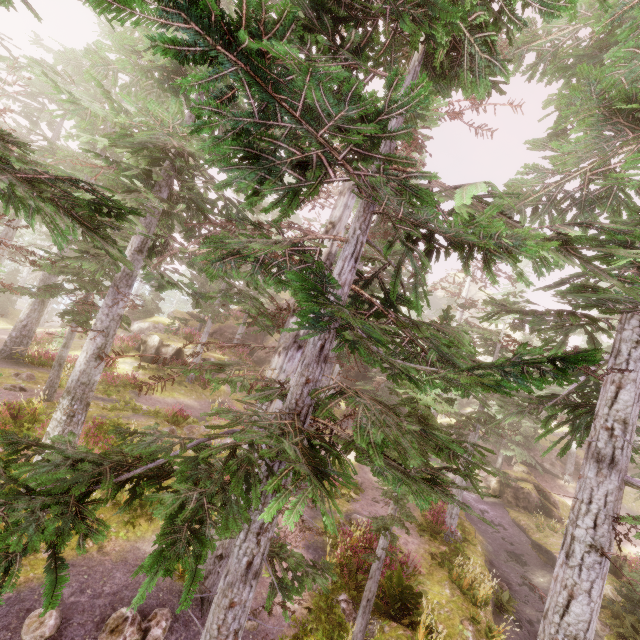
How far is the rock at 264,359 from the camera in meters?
29.9 m

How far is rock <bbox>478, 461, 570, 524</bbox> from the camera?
24.36m

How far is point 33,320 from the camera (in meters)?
17.61

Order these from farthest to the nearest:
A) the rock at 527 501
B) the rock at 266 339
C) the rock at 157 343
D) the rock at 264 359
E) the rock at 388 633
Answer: the rock at 266 339 → the rock at 264 359 → the rock at 527 501 → the rock at 157 343 → the rock at 388 633

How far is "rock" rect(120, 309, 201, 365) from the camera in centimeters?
2347cm

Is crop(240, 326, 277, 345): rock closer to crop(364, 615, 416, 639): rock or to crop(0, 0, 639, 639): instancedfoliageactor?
crop(0, 0, 639, 639): instancedfoliageactor

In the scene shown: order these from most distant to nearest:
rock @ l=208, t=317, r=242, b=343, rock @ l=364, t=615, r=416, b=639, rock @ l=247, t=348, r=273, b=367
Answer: rock @ l=208, t=317, r=242, b=343 < rock @ l=247, t=348, r=273, b=367 < rock @ l=364, t=615, r=416, b=639

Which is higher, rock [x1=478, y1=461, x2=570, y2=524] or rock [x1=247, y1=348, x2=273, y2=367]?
rock [x1=247, y1=348, x2=273, y2=367]
